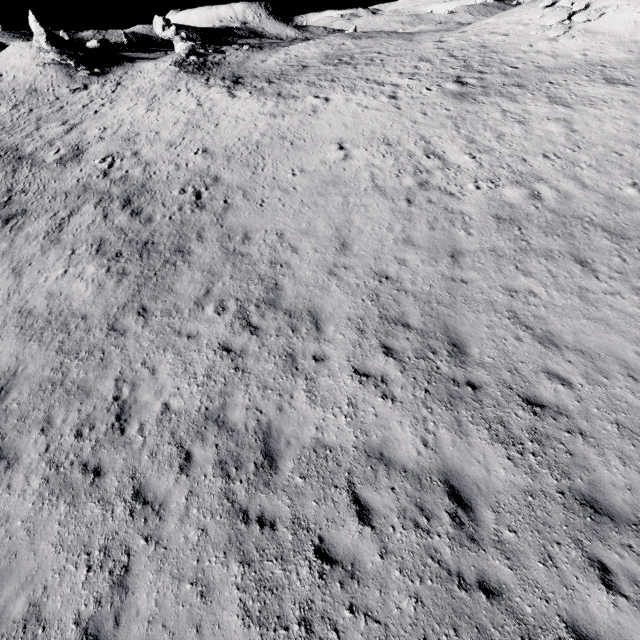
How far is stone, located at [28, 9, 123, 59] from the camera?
34.59m

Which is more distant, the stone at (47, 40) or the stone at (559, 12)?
the stone at (47, 40)

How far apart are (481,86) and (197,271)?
21.91m

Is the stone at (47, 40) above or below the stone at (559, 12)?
above

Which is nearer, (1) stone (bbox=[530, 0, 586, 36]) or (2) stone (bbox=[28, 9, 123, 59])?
(1) stone (bbox=[530, 0, 586, 36])

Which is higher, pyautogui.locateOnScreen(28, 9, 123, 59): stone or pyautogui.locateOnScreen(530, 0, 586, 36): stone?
pyautogui.locateOnScreen(28, 9, 123, 59): stone
